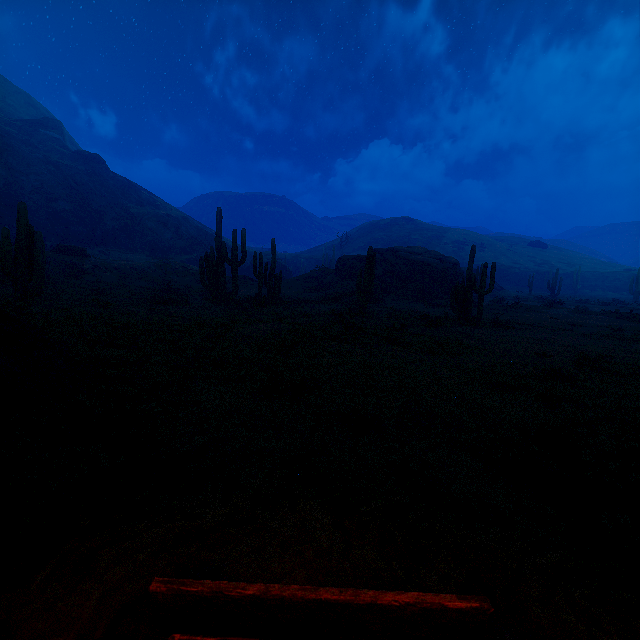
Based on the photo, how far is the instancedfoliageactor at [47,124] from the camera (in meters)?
52.47

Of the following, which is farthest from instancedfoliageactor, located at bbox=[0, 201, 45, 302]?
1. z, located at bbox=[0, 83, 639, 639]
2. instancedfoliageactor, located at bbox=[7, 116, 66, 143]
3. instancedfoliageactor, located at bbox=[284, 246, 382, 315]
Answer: instancedfoliageactor, located at bbox=[7, 116, 66, 143]

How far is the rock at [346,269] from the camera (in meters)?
28.64

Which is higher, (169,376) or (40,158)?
(40,158)

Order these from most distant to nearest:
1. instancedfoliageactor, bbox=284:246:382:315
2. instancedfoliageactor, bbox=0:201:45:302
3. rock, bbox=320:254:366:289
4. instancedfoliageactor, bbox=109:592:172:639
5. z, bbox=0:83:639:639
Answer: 1. rock, bbox=320:254:366:289
2. instancedfoliageactor, bbox=284:246:382:315
3. instancedfoliageactor, bbox=0:201:45:302
4. z, bbox=0:83:639:639
5. instancedfoliageactor, bbox=109:592:172:639

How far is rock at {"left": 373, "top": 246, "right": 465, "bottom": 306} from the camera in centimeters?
2662cm

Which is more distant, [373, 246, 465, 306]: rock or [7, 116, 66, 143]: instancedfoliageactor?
[7, 116, 66, 143]: instancedfoliageactor

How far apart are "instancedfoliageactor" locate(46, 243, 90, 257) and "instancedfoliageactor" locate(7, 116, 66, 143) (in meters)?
44.01
